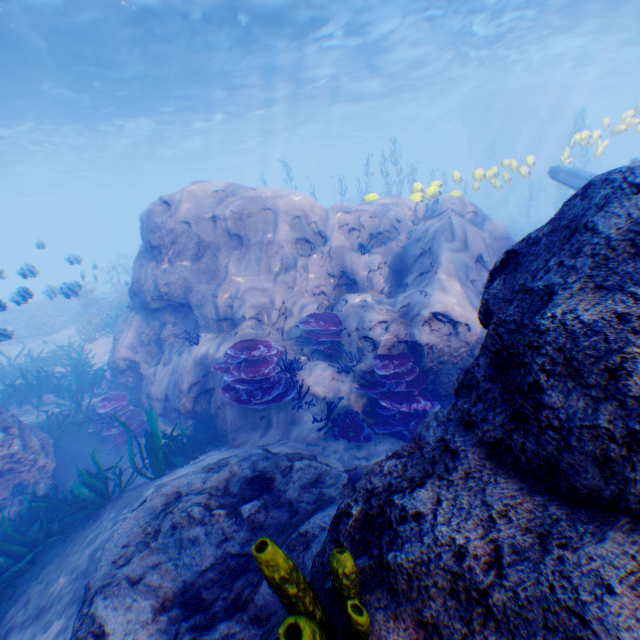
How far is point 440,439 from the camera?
1.9m

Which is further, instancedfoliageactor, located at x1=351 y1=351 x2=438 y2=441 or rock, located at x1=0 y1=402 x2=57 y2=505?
rock, located at x1=0 y1=402 x2=57 y2=505

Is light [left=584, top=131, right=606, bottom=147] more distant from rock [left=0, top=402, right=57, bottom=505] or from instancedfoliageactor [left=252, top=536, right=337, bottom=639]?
instancedfoliageactor [left=252, top=536, right=337, bottom=639]

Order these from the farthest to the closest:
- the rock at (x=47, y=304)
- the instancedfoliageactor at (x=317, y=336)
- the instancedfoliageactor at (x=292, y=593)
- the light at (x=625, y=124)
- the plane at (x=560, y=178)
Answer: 1. the light at (x=625, y=124)
2. the plane at (x=560, y=178)
3. the rock at (x=47, y=304)
4. the instancedfoliageactor at (x=317, y=336)
5. the instancedfoliageactor at (x=292, y=593)

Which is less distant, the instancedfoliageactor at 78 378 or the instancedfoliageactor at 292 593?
the instancedfoliageactor at 292 593

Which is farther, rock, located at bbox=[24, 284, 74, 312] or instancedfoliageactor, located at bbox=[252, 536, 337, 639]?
rock, located at bbox=[24, 284, 74, 312]

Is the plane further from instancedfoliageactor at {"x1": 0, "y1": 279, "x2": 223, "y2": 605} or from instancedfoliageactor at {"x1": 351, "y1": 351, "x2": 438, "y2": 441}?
instancedfoliageactor at {"x1": 351, "y1": 351, "x2": 438, "y2": 441}

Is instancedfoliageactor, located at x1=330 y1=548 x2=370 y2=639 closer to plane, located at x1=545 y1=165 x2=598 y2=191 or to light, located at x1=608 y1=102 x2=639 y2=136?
plane, located at x1=545 y1=165 x2=598 y2=191
